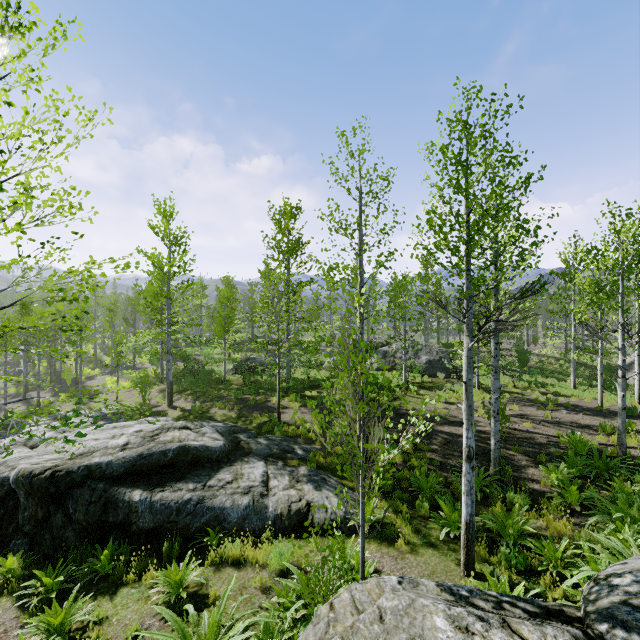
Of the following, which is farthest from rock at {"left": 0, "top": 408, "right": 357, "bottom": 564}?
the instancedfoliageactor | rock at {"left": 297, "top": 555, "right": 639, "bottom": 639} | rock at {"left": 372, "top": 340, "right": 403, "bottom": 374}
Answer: rock at {"left": 372, "top": 340, "right": 403, "bottom": 374}

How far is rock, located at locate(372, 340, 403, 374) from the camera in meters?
23.4

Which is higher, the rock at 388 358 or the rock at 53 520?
the rock at 388 358

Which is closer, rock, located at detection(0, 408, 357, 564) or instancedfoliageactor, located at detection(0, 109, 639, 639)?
instancedfoliageactor, located at detection(0, 109, 639, 639)

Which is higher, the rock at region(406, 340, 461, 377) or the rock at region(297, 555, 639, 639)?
the rock at region(297, 555, 639, 639)

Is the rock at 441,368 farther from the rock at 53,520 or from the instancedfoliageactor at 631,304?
the rock at 53,520

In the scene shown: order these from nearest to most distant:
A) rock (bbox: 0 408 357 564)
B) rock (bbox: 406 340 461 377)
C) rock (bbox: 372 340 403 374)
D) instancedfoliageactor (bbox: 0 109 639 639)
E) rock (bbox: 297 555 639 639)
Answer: rock (bbox: 297 555 639 639)
instancedfoliageactor (bbox: 0 109 639 639)
rock (bbox: 0 408 357 564)
rock (bbox: 406 340 461 377)
rock (bbox: 372 340 403 374)

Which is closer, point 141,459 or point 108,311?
point 141,459
